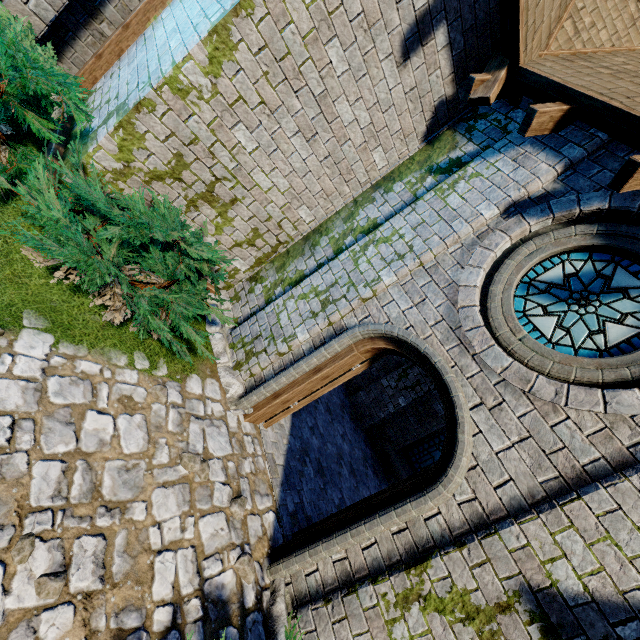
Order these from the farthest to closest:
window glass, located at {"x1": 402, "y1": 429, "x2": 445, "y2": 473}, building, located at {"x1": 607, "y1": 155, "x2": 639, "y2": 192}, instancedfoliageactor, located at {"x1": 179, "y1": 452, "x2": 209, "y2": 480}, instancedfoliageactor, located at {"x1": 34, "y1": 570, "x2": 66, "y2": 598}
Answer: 1. window glass, located at {"x1": 402, "y1": 429, "x2": 445, "y2": 473}
2. instancedfoliageactor, located at {"x1": 179, "y1": 452, "x2": 209, "y2": 480}
3. building, located at {"x1": 607, "y1": 155, "x2": 639, "y2": 192}
4. instancedfoliageactor, located at {"x1": 34, "y1": 570, "x2": 66, "y2": 598}

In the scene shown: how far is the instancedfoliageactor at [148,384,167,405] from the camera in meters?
3.8

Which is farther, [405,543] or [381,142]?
[381,142]

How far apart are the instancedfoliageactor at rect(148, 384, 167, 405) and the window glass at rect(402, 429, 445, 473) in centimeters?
727cm

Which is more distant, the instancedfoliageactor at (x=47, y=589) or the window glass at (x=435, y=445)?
the window glass at (x=435, y=445)

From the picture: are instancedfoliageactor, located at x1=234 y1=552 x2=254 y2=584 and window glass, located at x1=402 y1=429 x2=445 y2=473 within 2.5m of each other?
no

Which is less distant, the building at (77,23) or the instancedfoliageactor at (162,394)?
the instancedfoliageactor at (162,394)

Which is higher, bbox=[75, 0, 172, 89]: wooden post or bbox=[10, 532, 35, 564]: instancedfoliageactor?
bbox=[75, 0, 172, 89]: wooden post
